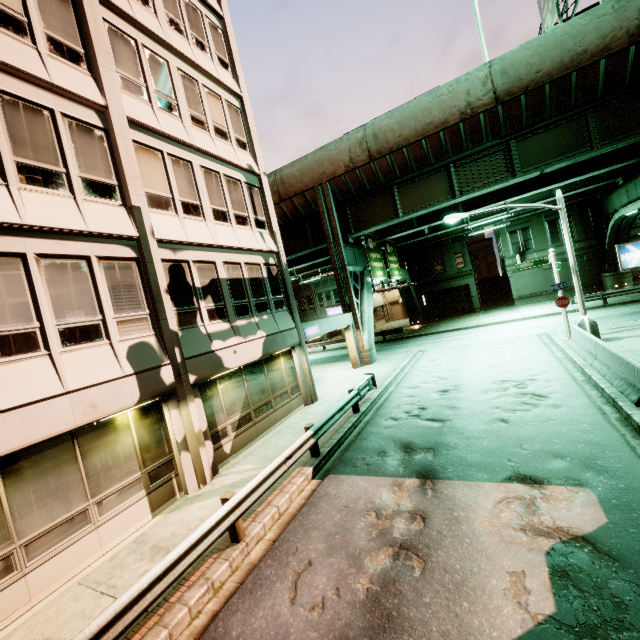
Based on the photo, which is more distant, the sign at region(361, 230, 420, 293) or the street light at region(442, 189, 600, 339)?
the sign at region(361, 230, 420, 293)

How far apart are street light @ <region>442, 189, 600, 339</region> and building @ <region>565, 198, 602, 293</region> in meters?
21.5 m

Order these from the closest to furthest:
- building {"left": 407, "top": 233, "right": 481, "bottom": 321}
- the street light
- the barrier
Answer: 1. the barrier
2. the street light
3. building {"left": 407, "top": 233, "right": 481, "bottom": 321}

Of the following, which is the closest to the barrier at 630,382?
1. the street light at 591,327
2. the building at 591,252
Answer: the street light at 591,327

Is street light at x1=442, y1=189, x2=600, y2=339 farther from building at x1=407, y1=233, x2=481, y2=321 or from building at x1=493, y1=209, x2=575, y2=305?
building at x1=407, y1=233, x2=481, y2=321

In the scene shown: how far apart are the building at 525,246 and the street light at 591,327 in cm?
2153

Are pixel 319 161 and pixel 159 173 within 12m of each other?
no
